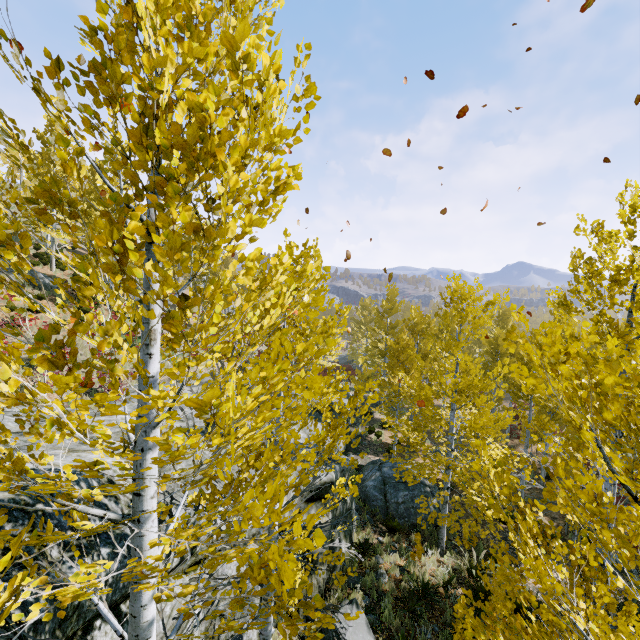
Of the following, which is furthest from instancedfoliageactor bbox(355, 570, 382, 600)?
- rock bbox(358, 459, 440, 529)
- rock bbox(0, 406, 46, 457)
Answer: rock bbox(358, 459, 440, 529)

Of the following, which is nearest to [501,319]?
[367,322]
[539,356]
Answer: [367,322]

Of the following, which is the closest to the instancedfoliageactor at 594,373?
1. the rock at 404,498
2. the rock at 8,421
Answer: the rock at 8,421

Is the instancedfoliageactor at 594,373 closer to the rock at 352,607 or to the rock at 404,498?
the rock at 352,607

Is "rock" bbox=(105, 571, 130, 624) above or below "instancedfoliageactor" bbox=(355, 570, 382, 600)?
above

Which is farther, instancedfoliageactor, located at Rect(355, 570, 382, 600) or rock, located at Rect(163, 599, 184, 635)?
instancedfoliageactor, located at Rect(355, 570, 382, 600)

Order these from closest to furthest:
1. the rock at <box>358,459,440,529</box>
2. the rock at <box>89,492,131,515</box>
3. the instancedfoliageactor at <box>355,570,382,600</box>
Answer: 1. the rock at <box>89,492,131,515</box>
2. the instancedfoliageactor at <box>355,570,382,600</box>
3. the rock at <box>358,459,440,529</box>
